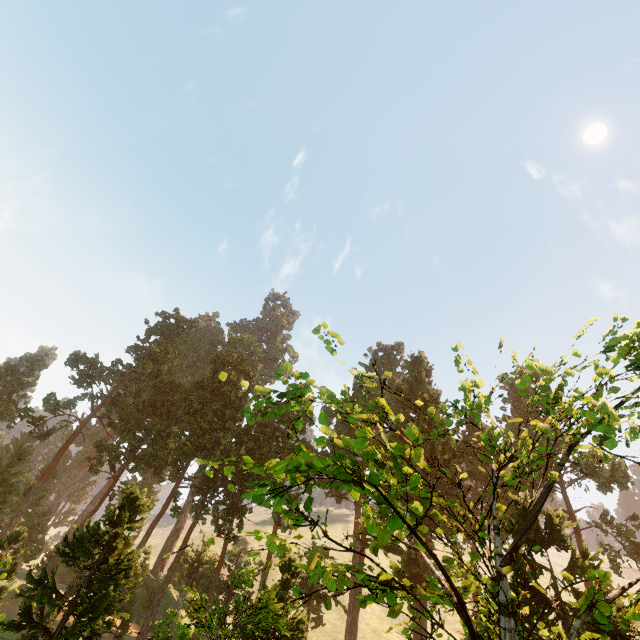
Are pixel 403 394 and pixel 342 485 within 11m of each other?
no
